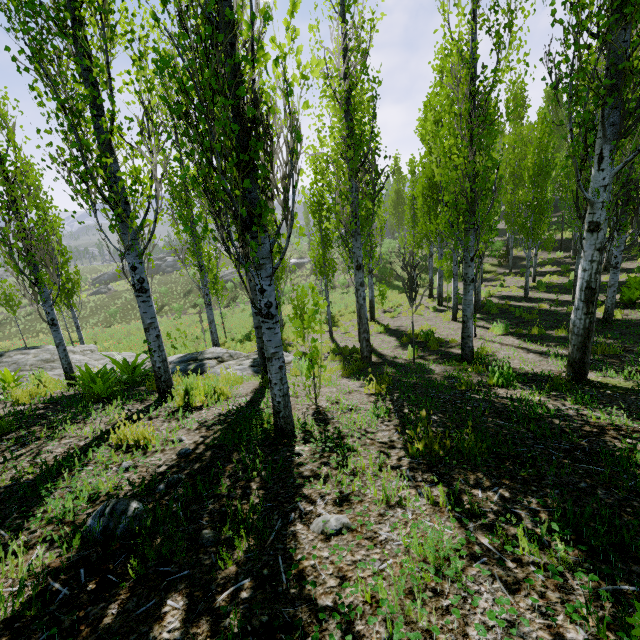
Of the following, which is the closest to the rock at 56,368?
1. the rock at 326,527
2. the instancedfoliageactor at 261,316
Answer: the instancedfoliageactor at 261,316

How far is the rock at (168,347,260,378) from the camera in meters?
8.7

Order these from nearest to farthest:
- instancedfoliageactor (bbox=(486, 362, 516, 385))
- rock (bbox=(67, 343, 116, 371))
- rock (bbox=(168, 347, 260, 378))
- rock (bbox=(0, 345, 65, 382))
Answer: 1. instancedfoliageactor (bbox=(486, 362, 516, 385))
2. rock (bbox=(168, 347, 260, 378))
3. rock (bbox=(0, 345, 65, 382))
4. rock (bbox=(67, 343, 116, 371))

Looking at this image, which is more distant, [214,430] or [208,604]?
[214,430]

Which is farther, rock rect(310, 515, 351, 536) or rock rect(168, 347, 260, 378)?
rock rect(168, 347, 260, 378)

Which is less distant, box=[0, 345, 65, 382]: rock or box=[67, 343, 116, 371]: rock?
box=[0, 345, 65, 382]: rock

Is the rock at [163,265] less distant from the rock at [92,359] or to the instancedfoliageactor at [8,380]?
the instancedfoliageactor at [8,380]
